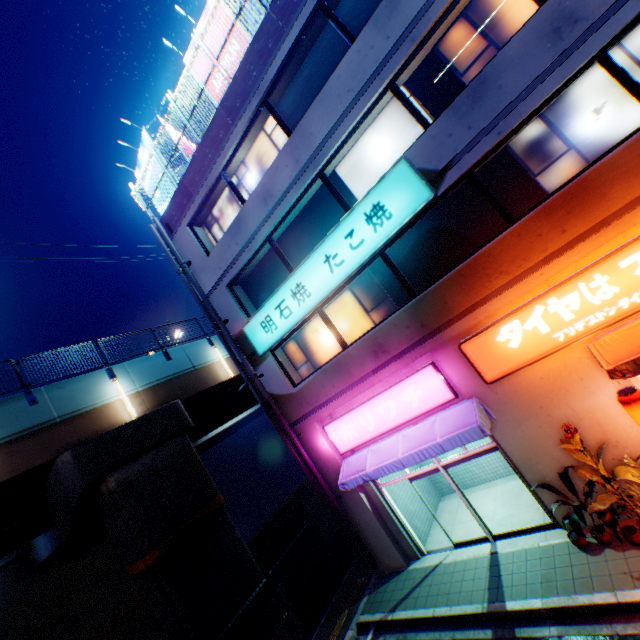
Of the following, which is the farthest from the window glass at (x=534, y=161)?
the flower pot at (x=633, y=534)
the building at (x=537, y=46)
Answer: the flower pot at (x=633, y=534)

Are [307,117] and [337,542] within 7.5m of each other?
no

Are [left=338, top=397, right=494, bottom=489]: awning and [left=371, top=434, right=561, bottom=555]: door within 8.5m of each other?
yes

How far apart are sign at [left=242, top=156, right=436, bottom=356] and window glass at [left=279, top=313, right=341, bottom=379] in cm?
46

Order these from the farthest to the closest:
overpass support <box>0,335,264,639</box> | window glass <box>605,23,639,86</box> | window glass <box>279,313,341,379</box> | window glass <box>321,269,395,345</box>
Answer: window glass <box>279,313,341,379</box> → overpass support <box>0,335,264,639</box> → window glass <box>321,269,395,345</box> → window glass <box>605,23,639,86</box>

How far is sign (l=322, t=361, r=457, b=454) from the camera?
8.70m

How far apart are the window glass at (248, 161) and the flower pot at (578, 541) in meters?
12.6

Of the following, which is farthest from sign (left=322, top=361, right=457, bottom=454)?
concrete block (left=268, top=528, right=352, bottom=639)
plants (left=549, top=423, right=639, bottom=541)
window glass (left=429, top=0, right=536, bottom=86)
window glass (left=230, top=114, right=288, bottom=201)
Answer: window glass (left=230, top=114, right=288, bottom=201)
